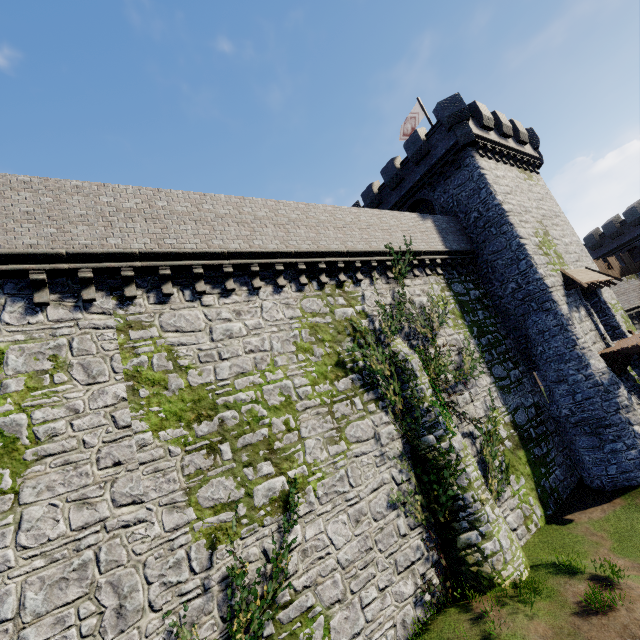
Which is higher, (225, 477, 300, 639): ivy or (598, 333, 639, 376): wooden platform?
(598, 333, 639, 376): wooden platform

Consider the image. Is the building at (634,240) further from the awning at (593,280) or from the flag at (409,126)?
the flag at (409,126)

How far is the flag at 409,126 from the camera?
23.8m

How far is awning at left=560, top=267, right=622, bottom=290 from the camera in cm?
1794

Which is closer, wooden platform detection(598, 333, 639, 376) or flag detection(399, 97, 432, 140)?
wooden platform detection(598, 333, 639, 376)

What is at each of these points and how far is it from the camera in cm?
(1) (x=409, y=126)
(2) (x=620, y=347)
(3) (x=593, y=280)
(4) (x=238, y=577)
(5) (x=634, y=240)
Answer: (1) flag, 2523
(2) wooden platform, 1617
(3) awning, 1875
(4) ivy, 793
(5) building, 3319

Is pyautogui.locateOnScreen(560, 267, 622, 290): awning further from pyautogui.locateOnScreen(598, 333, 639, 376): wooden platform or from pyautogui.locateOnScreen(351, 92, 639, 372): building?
pyautogui.locateOnScreen(598, 333, 639, 376): wooden platform

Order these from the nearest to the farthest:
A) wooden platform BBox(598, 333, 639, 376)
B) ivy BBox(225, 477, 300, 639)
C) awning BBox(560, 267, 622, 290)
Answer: ivy BBox(225, 477, 300, 639) → wooden platform BBox(598, 333, 639, 376) → awning BBox(560, 267, 622, 290)
